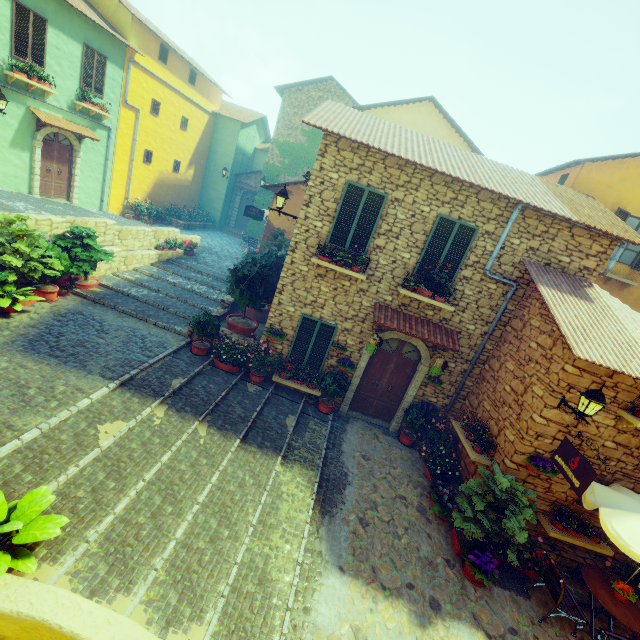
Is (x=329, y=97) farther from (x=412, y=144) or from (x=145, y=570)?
(x=145, y=570)

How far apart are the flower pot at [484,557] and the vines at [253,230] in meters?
19.7 m

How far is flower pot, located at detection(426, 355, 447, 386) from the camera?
8.7m

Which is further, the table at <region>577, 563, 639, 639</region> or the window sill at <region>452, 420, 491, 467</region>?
the window sill at <region>452, 420, 491, 467</region>

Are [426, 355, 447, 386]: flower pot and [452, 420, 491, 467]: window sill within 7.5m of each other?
yes

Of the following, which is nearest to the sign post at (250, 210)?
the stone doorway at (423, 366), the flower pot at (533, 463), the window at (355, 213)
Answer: the window at (355, 213)

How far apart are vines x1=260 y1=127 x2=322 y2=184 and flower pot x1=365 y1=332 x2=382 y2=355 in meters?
15.2

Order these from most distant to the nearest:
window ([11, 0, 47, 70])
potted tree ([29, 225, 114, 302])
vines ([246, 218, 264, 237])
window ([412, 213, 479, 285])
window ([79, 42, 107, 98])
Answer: vines ([246, 218, 264, 237]) < window ([79, 42, 107, 98]) < window ([11, 0, 47, 70]) < potted tree ([29, 225, 114, 302]) < window ([412, 213, 479, 285])
